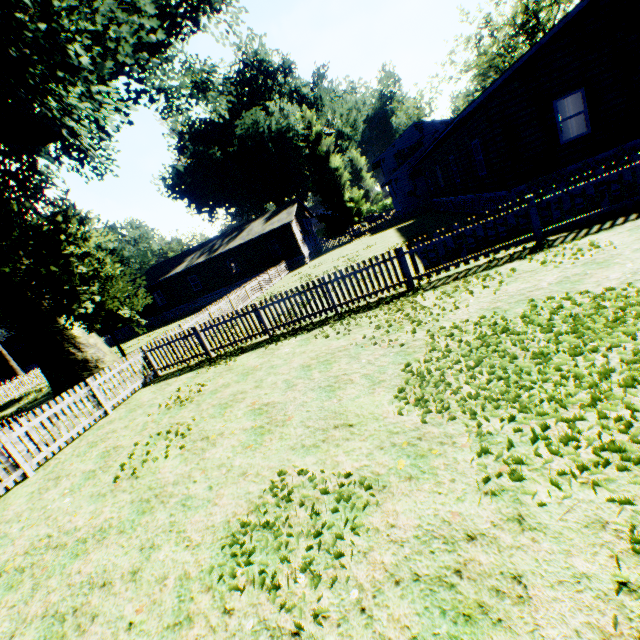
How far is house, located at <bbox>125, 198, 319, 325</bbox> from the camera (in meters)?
32.16

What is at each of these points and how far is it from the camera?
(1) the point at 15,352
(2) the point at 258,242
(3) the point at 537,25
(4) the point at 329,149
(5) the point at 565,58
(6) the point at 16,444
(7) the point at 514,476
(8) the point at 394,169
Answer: (1) house, 53.75m
(2) house, 32.50m
(3) tree, 40.00m
(4) plant, 37.91m
(5) flat, 11.54m
(6) fence, 7.77m
(7) plant, 2.84m
(8) house, 43.44m

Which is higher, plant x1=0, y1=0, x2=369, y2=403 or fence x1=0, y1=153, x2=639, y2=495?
plant x1=0, y1=0, x2=369, y2=403

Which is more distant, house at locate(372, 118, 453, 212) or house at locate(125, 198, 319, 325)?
house at locate(372, 118, 453, 212)

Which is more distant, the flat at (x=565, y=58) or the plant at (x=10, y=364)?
the plant at (x=10, y=364)

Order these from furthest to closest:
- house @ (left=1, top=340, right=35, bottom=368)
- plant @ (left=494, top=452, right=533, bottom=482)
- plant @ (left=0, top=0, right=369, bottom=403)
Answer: house @ (left=1, top=340, right=35, bottom=368)
plant @ (left=0, top=0, right=369, bottom=403)
plant @ (left=494, top=452, right=533, bottom=482)

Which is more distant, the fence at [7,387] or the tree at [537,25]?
the tree at [537,25]

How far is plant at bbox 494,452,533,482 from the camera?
2.8m
